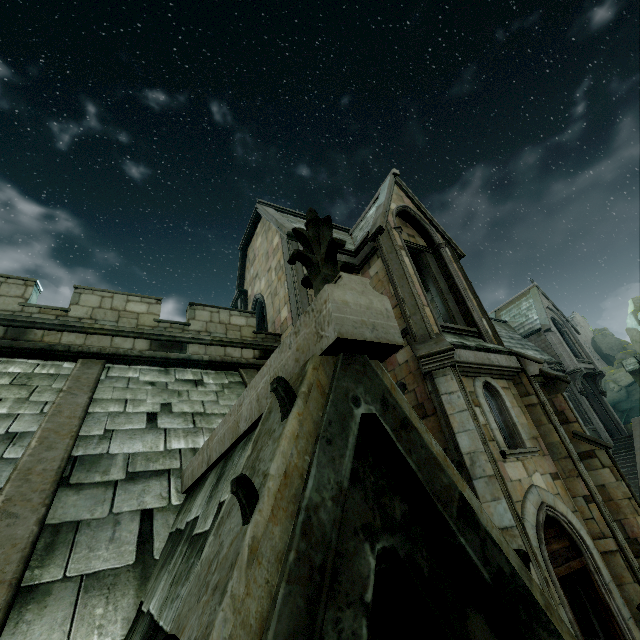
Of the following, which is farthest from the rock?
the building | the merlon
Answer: the merlon

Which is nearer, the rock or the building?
the building

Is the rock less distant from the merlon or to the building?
the building

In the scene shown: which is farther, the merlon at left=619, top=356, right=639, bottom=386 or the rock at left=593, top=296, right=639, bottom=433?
the rock at left=593, top=296, right=639, bottom=433

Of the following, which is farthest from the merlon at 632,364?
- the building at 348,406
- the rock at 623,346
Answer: the rock at 623,346

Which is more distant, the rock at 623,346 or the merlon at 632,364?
the rock at 623,346

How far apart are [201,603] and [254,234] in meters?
16.5 m
